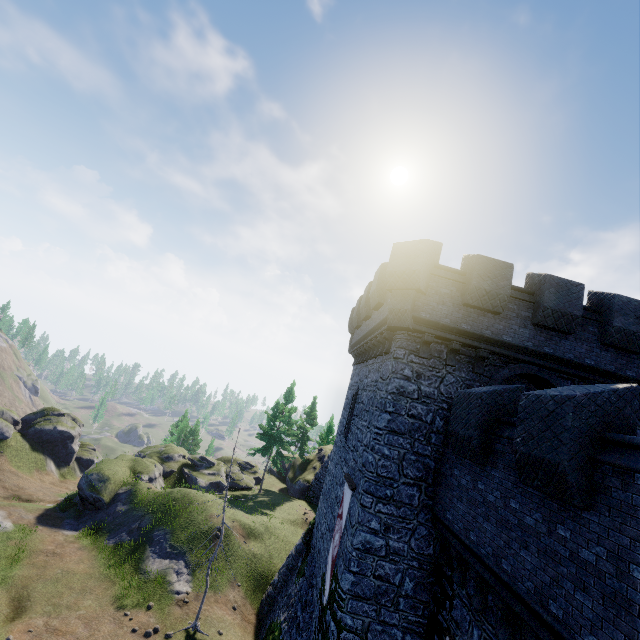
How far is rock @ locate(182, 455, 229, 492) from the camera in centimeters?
3152cm

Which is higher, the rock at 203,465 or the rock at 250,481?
the rock at 203,465

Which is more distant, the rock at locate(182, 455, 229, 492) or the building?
the rock at locate(182, 455, 229, 492)

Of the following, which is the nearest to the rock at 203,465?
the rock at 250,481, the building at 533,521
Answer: the rock at 250,481

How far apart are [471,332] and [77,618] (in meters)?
20.46

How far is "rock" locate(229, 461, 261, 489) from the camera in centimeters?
3544cm

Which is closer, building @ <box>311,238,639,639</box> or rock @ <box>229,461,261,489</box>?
building @ <box>311,238,639,639</box>

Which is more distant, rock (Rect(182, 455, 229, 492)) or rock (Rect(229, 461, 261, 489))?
rock (Rect(229, 461, 261, 489))
